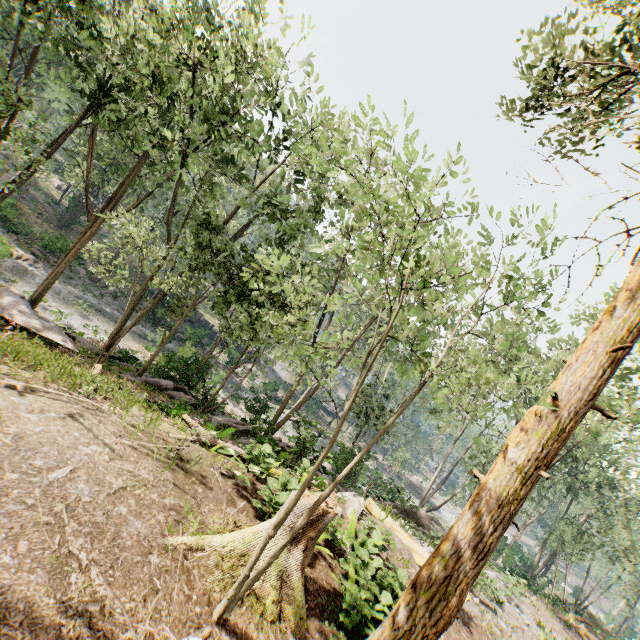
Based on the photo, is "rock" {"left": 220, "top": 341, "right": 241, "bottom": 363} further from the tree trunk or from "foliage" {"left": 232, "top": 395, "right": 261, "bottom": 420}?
the tree trunk

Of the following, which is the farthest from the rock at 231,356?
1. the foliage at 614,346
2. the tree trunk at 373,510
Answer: the tree trunk at 373,510

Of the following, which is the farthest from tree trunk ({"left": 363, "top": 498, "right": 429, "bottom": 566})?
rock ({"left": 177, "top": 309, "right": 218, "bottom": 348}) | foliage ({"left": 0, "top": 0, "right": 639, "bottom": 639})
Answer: rock ({"left": 177, "top": 309, "right": 218, "bottom": 348})

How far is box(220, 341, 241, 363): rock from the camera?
41.19m

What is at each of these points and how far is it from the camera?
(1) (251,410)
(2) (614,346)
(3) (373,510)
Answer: (1) foliage, 20.7m
(2) foliage, 5.6m
(3) tree trunk, 12.1m

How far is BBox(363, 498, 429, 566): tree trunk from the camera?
11.0 meters

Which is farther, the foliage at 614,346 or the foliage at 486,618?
the foliage at 486,618

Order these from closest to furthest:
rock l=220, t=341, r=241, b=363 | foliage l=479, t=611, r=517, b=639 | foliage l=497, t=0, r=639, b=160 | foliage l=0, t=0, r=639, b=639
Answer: foliage l=0, t=0, r=639, b=639, foliage l=497, t=0, r=639, b=160, foliage l=479, t=611, r=517, b=639, rock l=220, t=341, r=241, b=363
